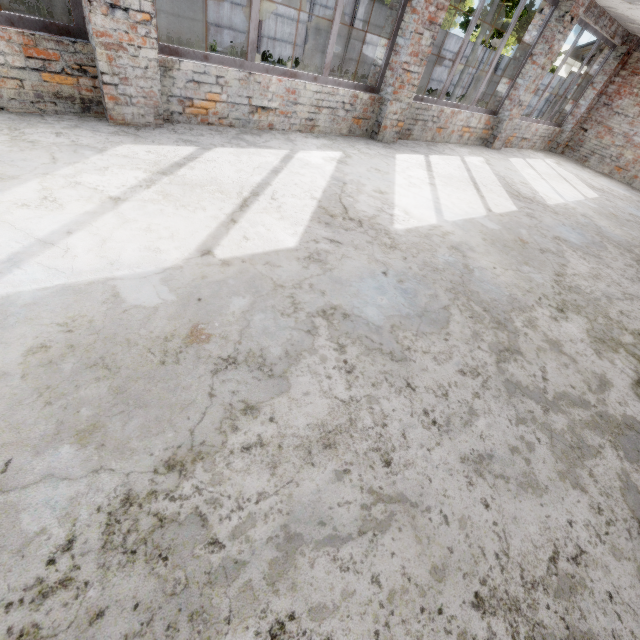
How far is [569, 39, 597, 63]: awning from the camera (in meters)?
10.55

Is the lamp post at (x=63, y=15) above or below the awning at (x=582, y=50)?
below

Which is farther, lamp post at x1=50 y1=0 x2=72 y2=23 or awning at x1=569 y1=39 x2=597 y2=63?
lamp post at x1=50 y1=0 x2=72 y2=23

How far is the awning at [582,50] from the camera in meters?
10.6 m

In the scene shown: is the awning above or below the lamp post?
above

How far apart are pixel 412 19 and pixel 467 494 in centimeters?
668cm
